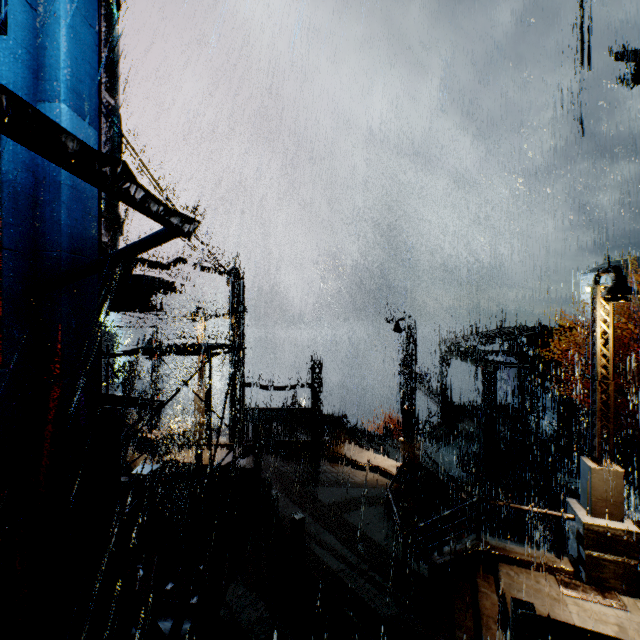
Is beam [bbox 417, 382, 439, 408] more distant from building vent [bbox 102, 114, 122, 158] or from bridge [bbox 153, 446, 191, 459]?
building vent [bbox 102, 114, 122, 158]

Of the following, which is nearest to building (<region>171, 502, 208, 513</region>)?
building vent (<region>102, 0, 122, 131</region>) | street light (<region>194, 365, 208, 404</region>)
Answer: building vent (<region>102, 0, 122, 131</region>)

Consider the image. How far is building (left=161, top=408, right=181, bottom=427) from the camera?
48.4m

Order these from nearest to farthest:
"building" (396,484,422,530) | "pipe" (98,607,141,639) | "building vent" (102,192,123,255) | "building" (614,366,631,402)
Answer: "pipe" (98,607,141,639) → "building vent" (102,192,123,255) → "building" (396,484,422,530) → "building" (614,366,631,402)

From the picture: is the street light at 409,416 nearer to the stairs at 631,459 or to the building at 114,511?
the building at 114,511

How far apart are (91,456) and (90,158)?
5.29m

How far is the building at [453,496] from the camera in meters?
15.4
